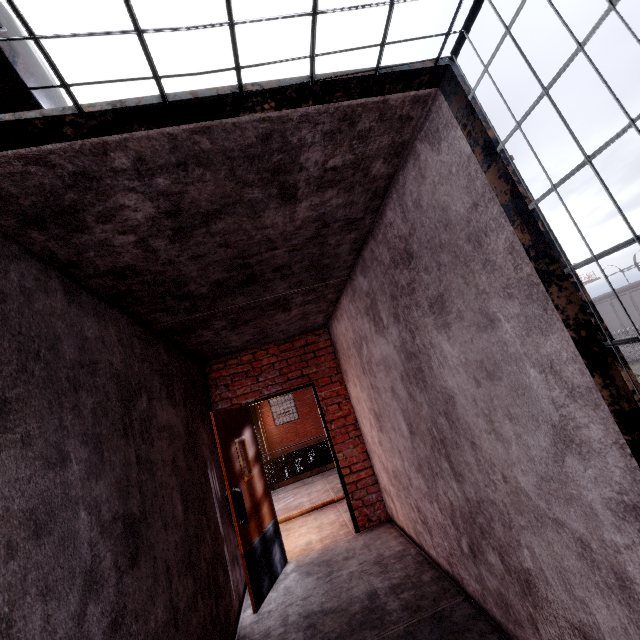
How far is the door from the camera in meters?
3.5

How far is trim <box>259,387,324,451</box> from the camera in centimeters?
1967cm

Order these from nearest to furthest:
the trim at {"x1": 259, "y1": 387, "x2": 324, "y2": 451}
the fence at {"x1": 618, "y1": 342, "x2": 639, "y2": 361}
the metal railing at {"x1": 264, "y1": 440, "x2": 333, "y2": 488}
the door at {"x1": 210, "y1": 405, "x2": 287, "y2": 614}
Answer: the door at {"x1": 210, "y1": 405, "x2": 287, "y2": 614}, the metal railing at {"x1": 264, "y1": 440, "x2": 333, "y2": 488}, the trim at {"x1": 259, "y1": 387, "x2": 324, "y2": 451}, the fence at {"x1": 618, "y1": 342, "x2": 639, "y2": 361}

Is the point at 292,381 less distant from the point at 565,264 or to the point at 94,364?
the point at 94,364

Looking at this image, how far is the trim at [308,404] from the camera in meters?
19.7

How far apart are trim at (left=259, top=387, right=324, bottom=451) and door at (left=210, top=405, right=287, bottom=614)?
16.09m

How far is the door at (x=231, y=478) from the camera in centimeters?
349cm

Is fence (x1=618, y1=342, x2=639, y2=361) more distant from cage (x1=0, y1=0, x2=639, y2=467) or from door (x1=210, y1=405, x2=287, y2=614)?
door (x1=210, y1=405, x2=287, y2=614)
